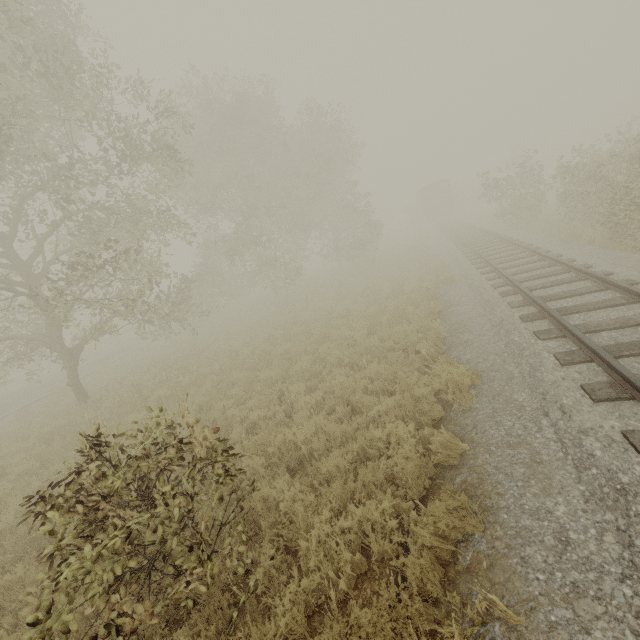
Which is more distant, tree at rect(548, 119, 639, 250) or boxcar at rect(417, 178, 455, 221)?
boxcar at rect(417, 178, 455, 221)

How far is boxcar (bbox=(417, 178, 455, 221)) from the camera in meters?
39.6

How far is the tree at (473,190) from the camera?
19.1m

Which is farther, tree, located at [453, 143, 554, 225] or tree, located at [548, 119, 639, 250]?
tree, located at [453, 143, 554, 225]

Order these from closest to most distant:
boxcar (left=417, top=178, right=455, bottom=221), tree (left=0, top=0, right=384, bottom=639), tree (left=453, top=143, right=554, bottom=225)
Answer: tree (left=0, top=0, right=384, bottom=639) → tree (left=453, top=143, right=554, bottom=225) → boxcar (left=417, top=178, right=455, bottom=221)

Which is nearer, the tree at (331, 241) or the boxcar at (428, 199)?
the tree at (331, 241)

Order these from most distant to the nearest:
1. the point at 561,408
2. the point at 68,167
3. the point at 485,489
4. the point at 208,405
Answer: the point at 68,167 → the point at 208,405 → the point at 561,408 → the point at 485,489
